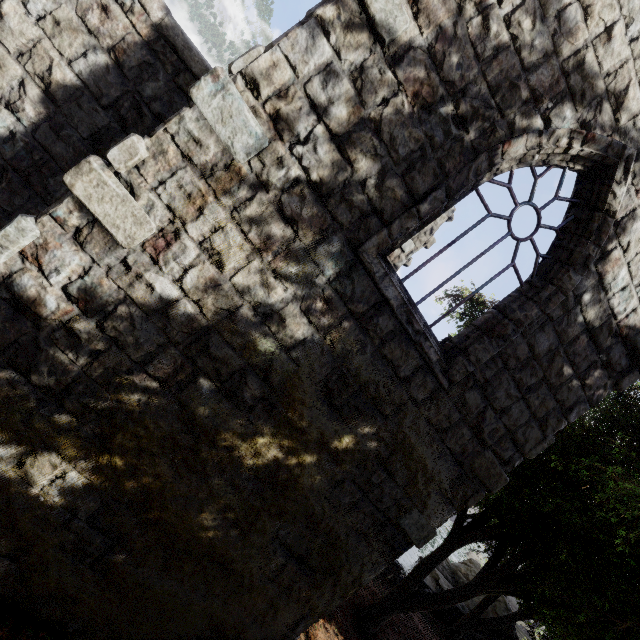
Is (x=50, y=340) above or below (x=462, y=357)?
below
